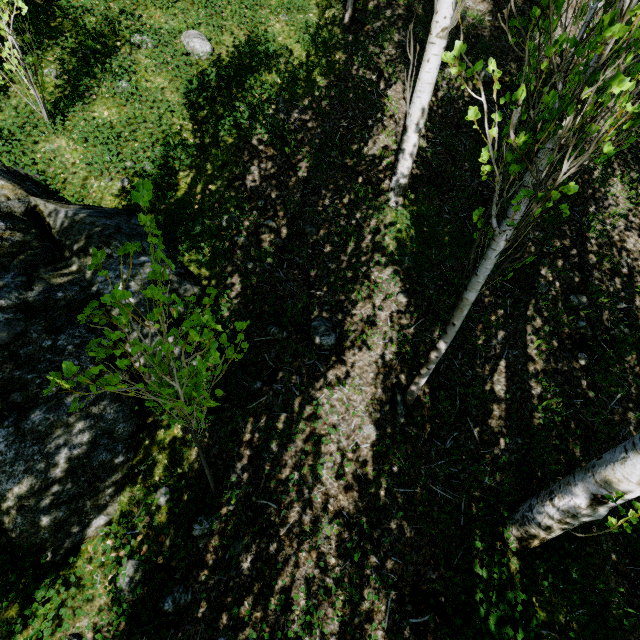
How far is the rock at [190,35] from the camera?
4.7 meters

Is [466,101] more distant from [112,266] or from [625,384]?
[112,266]

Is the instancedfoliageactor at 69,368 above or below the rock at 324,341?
above

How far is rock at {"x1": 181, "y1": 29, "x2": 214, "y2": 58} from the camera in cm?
467

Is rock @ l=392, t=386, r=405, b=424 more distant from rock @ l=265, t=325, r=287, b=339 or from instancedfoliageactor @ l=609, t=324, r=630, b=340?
rock @ l=265, t=325, r=287, b=339

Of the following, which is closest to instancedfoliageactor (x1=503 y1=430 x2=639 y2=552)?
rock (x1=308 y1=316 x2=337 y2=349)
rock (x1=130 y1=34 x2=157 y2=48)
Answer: rock (x1=308 y1=316 x2=337 y2=349)

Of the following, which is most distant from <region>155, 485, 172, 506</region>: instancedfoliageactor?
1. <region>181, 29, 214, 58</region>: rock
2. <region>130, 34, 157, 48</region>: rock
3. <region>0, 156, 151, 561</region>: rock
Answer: <region>130, 34, 157, 48</region>: rock

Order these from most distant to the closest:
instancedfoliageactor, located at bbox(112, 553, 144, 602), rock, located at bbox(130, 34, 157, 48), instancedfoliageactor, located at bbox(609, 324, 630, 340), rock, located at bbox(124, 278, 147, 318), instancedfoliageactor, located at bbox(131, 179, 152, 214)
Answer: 1. rock, located at bbox(130, 34, 157, 48)
2. instancedfoliageactor, located at bbox(609, 324, 630, 340)
3. rock, located at bbox(124, 278, 147, 318)
4. instancedfoliageactor, located at bbox(112, 553, 144, 602)
5. instancedfoliageactor, located at bbox(131, 179, 152, 214)
